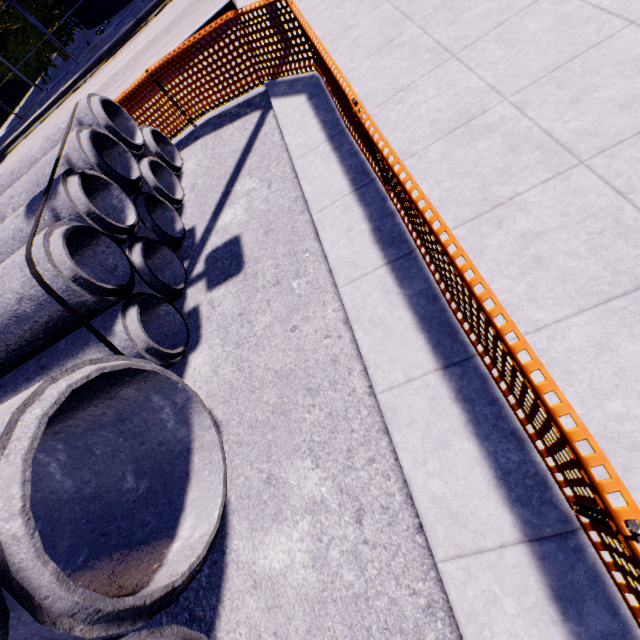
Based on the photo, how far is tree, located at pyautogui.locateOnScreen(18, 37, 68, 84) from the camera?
18.62m

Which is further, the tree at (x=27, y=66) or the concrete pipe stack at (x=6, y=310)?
the tree at (x=27, y=66)

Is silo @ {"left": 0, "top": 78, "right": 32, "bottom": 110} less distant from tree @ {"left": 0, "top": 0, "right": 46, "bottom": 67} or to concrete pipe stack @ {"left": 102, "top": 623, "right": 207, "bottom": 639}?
tree @ {"left": 0, "top": 0, "right": 46, "bottom": 67}

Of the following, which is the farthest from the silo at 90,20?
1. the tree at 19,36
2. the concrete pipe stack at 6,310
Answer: the concrete pipe stack at 6,310

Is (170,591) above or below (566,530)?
above

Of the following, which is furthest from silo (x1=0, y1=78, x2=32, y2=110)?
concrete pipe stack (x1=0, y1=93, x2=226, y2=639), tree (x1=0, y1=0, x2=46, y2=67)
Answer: concrete pipe stack (x1=0, y1=93, x2=226, y2=639)

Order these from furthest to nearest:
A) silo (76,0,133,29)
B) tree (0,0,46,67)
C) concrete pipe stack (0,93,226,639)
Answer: silo (76,0,133,29), tree (0,0,46,67), concrete pipe stack (0,93,226,639)
